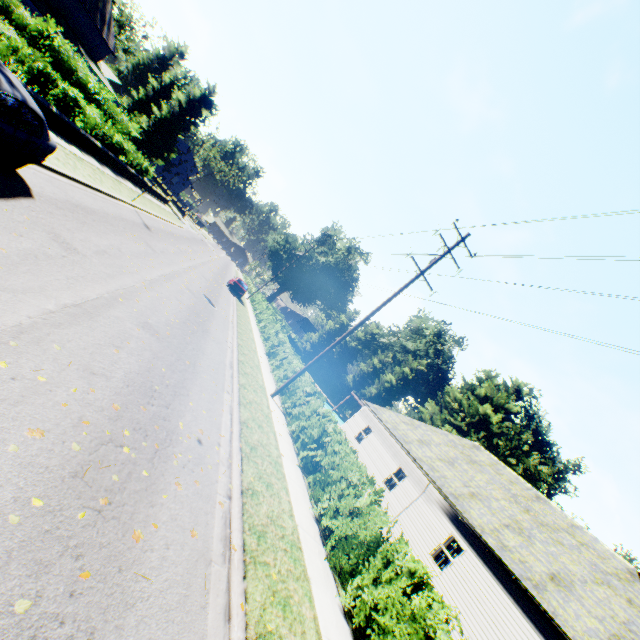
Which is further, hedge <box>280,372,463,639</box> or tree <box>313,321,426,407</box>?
tree <box>313,321,426,407</box>

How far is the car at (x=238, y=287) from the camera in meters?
32.5

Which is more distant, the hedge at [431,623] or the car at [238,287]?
the car at [238,287]

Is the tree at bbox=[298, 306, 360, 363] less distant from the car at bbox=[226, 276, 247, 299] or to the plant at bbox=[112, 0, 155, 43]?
the plant at bbox=[112, 0, 155, 43]

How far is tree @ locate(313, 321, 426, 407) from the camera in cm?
5094

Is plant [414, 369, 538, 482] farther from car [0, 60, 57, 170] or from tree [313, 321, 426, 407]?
car [0, 60, 57, 170]

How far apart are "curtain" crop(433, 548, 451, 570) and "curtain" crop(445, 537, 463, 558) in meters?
0.1

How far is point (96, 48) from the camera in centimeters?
4000cm
